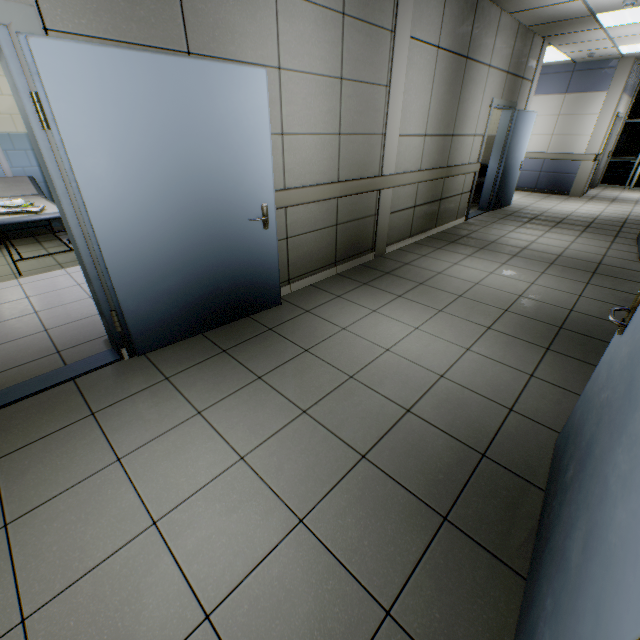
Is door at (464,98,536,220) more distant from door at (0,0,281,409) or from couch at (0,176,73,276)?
couch at (0,176,73,276)

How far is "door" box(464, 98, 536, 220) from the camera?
6.50m

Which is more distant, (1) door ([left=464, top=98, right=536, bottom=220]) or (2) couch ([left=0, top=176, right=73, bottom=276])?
(1) door ([left=464, top=98, right=536, bottom=220])

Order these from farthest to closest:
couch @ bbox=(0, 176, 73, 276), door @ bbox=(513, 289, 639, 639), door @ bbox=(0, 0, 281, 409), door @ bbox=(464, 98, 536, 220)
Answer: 1. door @ bbox=(464, 98, 536, 220)
2. couch @ bbox=(0, 176, 73, 276)
3. door @ bbox=(0, 0, 281, 409)
4. door @ bbox=(513, 289, 639, 639)

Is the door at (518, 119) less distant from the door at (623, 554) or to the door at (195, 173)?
the door at (195, 173)

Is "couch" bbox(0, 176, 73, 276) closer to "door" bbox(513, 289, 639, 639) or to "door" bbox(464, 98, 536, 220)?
"door" bbox(513, 289, 639, 639)

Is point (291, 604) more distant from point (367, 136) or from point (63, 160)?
point (367, 136)

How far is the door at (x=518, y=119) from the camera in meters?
6.5
